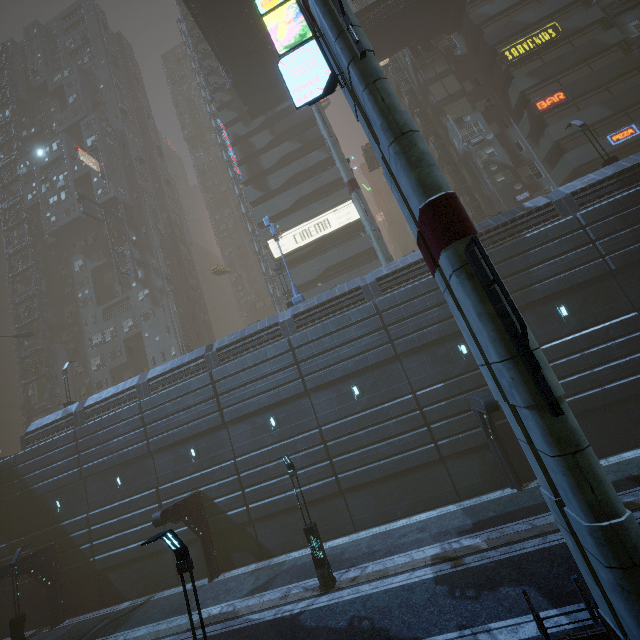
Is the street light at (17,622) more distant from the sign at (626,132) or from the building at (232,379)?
the sign at (626,132)

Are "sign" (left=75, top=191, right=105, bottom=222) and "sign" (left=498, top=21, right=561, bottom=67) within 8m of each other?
no

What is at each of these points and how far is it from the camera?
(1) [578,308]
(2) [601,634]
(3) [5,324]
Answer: (1) building, 17.2m
(2) building, 6.7m
(3) building, 58.8m

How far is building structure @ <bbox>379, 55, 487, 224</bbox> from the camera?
31.9m

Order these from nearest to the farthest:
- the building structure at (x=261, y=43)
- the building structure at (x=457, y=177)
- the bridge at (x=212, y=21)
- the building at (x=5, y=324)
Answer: the bridge at (x=212, y=21)
the building structure at (x=261, y=43)
the building structure at (x=457, y=177)
the building at (x=5, y=324)

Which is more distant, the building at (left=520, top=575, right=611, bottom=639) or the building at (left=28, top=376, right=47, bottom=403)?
the building at (left=28, top=376, right=47, bottom=403)

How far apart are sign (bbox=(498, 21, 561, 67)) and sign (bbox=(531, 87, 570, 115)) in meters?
4.3 m

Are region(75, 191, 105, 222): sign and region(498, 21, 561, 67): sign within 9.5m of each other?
no
